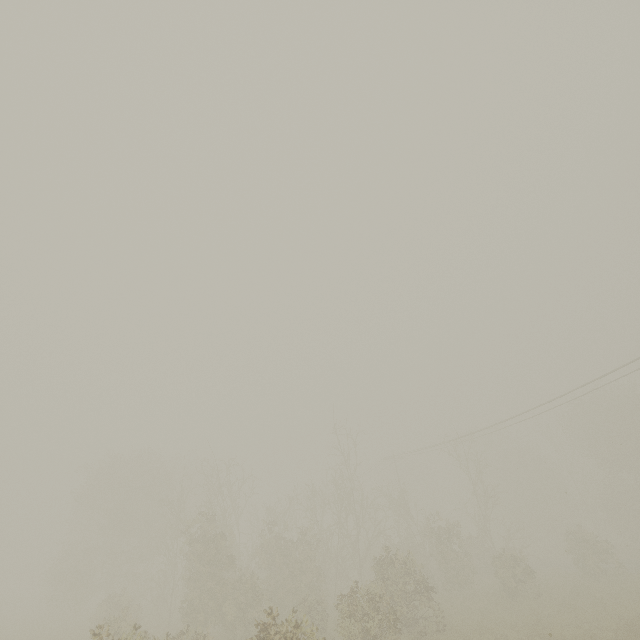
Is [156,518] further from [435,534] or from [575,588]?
[575,588]
